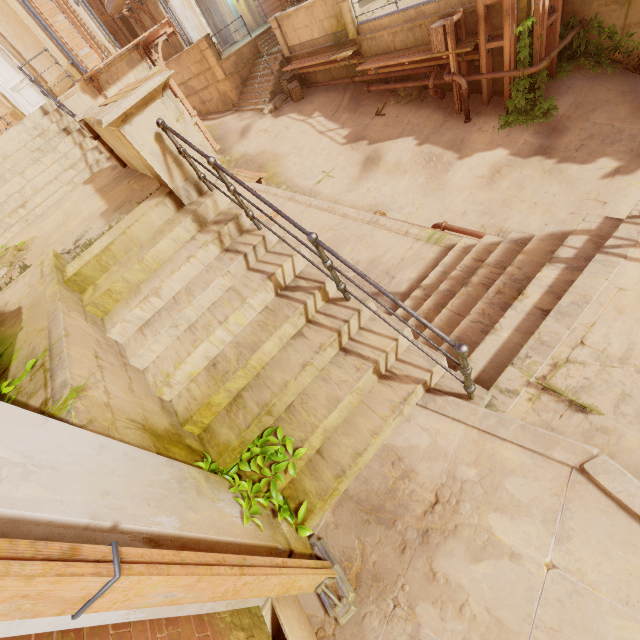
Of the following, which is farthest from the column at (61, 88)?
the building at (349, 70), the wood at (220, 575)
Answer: the wood at (220, 575)

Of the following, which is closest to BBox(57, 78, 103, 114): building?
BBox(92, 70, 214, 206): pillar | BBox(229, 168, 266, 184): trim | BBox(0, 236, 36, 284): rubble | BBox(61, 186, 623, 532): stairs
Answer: BBox(229, 168, 266, 184): trim

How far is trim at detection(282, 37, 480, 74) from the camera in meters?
9.5 m

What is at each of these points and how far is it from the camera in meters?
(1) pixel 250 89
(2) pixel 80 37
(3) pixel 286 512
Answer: (1) stairs, 17.5
(2) wood, 13.0
(3) instancedfoliageactor, 3.0

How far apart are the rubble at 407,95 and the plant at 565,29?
2.9m

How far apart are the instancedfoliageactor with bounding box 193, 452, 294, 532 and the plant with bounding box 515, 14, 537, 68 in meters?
11.1 m

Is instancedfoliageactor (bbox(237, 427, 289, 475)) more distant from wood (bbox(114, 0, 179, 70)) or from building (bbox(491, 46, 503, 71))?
wood (bbox(114, 0, 179, 70))

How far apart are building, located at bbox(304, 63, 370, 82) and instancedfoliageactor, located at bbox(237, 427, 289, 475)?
14.65m
